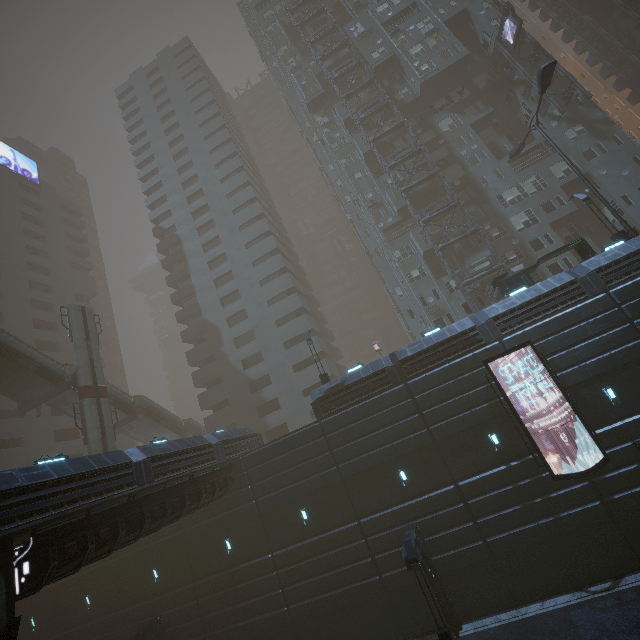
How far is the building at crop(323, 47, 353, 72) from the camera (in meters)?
44.91

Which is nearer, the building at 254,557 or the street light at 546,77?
the building at 254,557

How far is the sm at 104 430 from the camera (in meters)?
25.34

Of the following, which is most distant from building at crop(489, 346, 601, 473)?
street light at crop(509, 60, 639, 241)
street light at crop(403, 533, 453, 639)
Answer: street light at crop(509, 60, 639, 241)

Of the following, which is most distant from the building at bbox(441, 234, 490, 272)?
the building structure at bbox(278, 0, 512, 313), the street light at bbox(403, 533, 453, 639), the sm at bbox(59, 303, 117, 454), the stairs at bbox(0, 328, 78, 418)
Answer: the stairs at bbox(0, 328, 78, 418)

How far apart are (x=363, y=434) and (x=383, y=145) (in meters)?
34.70

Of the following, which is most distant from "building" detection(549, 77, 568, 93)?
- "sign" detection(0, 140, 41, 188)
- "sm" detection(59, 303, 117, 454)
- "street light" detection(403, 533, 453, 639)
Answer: "sign" detection(0, 140, 41, 188)
